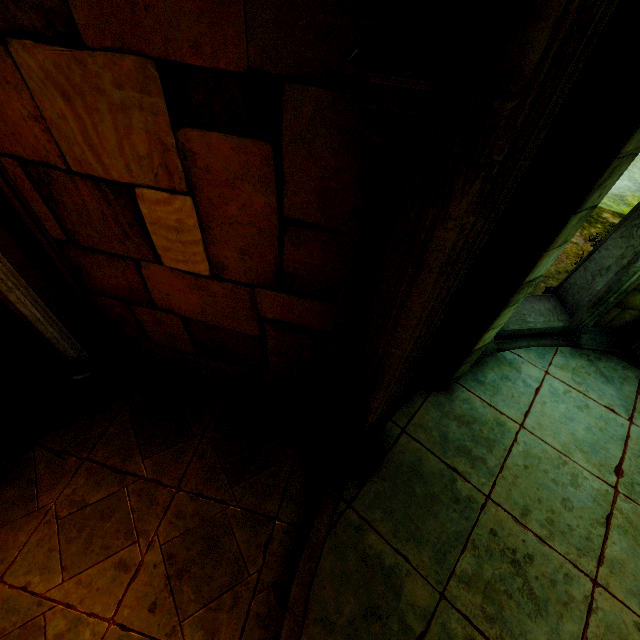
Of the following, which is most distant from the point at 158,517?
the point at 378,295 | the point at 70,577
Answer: the point at 378,295
